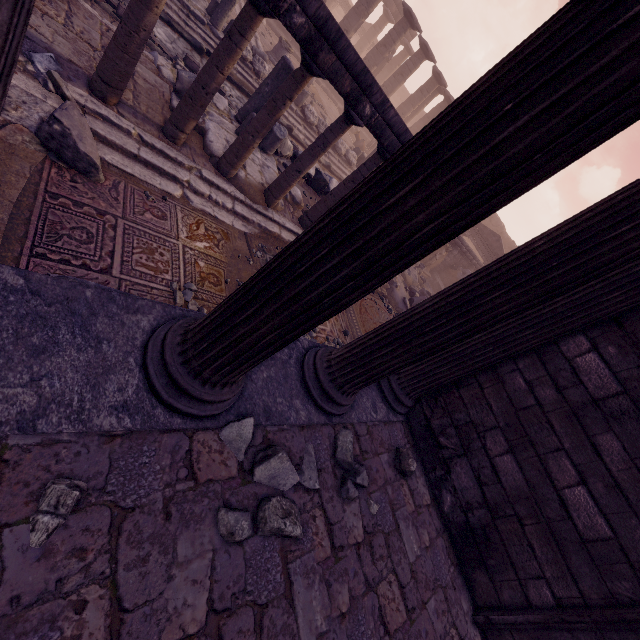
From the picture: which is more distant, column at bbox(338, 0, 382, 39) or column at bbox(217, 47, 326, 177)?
column at bbox(338, 0, 382, 39)

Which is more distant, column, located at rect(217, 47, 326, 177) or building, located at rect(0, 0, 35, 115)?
column, located at rect(217, 47, 326, 177)

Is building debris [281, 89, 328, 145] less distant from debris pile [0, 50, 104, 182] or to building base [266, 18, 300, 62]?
building base [266, 18, 300, 62]

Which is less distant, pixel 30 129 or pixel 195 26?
pixel 30 129

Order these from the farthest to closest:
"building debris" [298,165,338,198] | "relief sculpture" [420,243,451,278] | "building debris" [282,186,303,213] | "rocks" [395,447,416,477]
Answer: "relief sculpture" [420,243,451,278], "building debris" [298,165,338,198], "building debris" [282,186,303,213], "rocks" [395,447,416,477]

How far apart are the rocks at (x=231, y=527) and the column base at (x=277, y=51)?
16.1 meters

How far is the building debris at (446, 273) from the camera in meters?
17.3

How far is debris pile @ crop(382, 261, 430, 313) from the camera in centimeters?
1097cm
